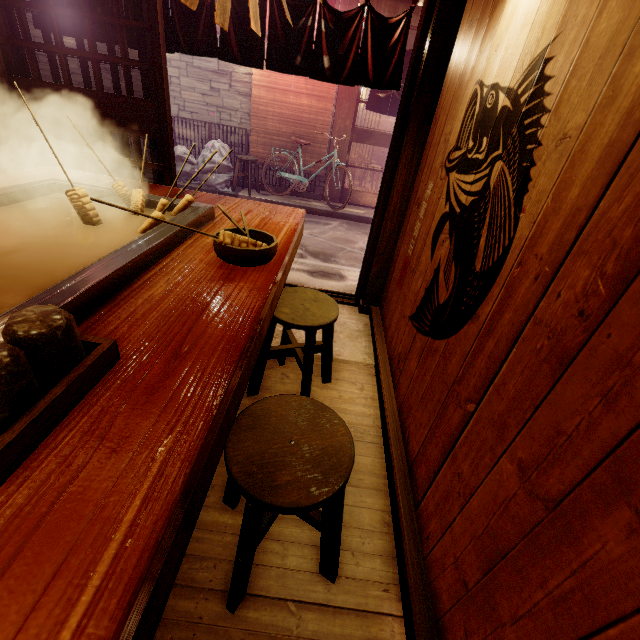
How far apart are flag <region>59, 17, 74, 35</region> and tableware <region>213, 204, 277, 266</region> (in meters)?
3.82

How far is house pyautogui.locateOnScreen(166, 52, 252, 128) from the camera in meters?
12.4 m

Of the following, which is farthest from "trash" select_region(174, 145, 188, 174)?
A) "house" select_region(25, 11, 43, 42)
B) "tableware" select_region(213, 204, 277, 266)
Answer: "tableware" select_region(213, 204, 277, 266)

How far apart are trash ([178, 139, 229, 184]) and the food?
11.1m

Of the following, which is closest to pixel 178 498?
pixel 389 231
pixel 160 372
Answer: pixel 160 372

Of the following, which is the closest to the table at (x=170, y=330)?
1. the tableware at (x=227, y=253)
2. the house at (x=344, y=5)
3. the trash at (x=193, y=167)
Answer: the tableware at (x=227, y=253)

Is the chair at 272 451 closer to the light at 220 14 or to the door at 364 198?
the light at 220 14

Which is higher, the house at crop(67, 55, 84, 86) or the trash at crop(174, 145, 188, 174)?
the house at crop(67, 55, 84, 86)
